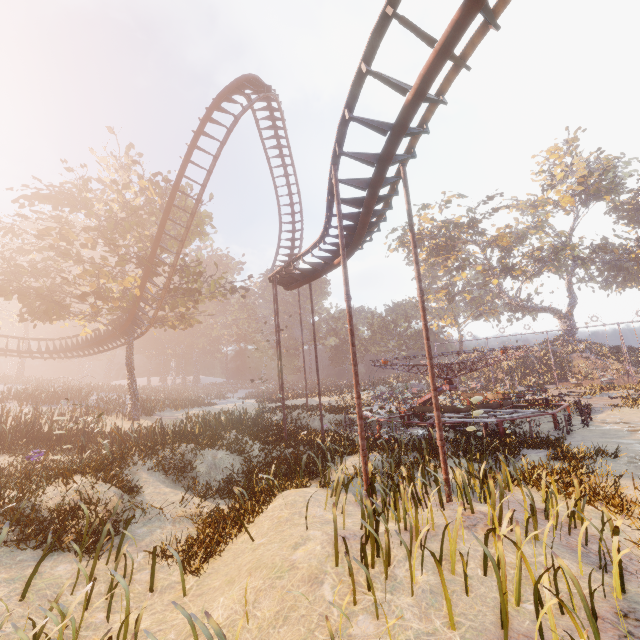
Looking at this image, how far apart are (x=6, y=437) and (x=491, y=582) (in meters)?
19.01

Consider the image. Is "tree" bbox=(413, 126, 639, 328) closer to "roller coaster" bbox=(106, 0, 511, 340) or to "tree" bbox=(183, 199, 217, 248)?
"roller coaster" bbox=(106, 0, 511, 340)

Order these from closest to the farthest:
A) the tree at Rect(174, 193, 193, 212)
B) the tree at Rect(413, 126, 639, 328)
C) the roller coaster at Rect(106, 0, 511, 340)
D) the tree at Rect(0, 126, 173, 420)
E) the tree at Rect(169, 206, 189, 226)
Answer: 1. the roller coaster at Rect(106, 0, 511, 340)
2. the tree at Rect(0, 126, 173, 420)
3. the tree at Rect(174, 193, 193, 212)
4. the tree at Rect(169, 206, 189, 226)
5. the tree at Rect(413, 126, 639, 328)

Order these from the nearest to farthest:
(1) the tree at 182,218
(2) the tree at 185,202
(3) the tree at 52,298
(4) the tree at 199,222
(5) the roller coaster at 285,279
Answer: (5) the roller coaster at 285,279
(3) the tree at 52,298
(2) the tree at 185,202
(1) the tree at 182,218
(4) the tree at 199,222

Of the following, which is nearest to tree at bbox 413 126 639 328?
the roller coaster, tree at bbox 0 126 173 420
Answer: the roller coaster

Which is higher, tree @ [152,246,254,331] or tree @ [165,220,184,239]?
tree @ [165,220,184,239]

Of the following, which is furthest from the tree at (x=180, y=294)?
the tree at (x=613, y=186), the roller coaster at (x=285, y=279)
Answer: the tree at (x=613, y=186)
